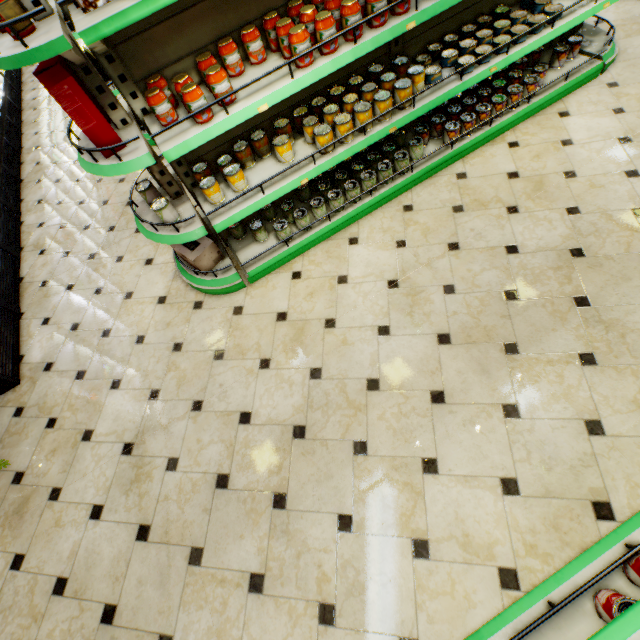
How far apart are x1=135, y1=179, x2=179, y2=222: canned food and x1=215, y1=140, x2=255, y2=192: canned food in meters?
0.5 m

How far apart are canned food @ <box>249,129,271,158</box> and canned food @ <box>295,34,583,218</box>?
1.4m

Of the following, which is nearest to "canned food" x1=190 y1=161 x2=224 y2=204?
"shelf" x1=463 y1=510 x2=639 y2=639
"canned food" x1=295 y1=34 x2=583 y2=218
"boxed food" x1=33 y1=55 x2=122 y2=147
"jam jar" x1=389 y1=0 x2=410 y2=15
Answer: "boxed food" x1=33 y1=55 x2=122 y2=147

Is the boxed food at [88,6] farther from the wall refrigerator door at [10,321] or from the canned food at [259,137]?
the wall refrigerator door at [10,321]

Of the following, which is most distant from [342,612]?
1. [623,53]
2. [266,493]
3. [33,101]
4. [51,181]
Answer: [33,101]

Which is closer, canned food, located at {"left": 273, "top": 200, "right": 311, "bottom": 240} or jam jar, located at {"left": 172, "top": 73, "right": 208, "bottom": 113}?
jam jar, located at {"left": 172, "top": 73, "right": 208, "bottom": 113}

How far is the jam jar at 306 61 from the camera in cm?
196

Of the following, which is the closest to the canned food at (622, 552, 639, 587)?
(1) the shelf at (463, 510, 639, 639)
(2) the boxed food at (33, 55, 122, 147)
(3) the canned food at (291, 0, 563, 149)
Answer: (1) the shelf at (463, 510, 639, 639)
